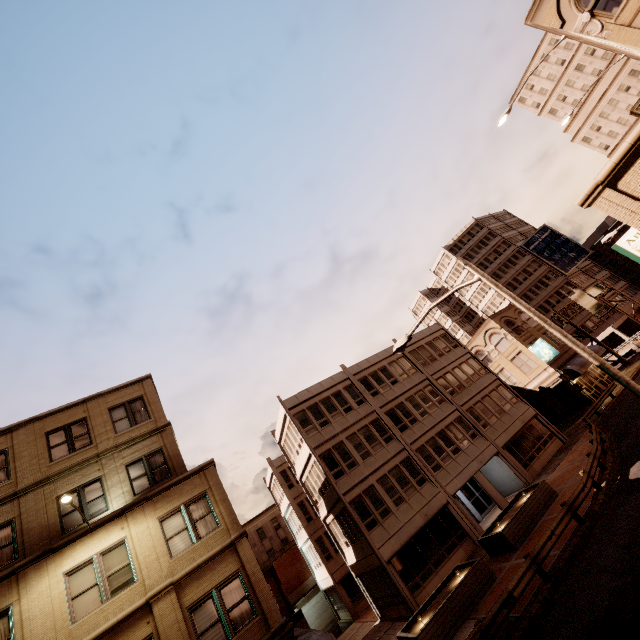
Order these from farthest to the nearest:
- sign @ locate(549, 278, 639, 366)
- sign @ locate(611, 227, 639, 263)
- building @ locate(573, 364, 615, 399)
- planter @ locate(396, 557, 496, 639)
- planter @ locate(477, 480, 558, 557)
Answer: sign @ locate(549, 278, 639, 366) < building @ locate(573, 364, 615, 399) < planter @ locate(477, 480, 558, 557) < planter @ locate(396, 557, 496, 639) < sign @ locate(611, 227, 639, 263)

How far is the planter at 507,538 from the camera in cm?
1722

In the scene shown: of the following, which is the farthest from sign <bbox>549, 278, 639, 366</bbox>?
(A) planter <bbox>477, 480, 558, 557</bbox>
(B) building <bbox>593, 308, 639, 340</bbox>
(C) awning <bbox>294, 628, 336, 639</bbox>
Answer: (C) awning <bbox>294, 628, 336, 639</bbox>

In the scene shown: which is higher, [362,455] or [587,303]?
[362,455]

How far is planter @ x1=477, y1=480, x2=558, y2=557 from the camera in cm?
1722

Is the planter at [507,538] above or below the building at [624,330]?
below

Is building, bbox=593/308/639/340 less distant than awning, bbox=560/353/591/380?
No

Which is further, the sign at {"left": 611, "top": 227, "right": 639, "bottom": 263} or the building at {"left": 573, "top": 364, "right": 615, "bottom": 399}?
the building at {"left": 573, "top": 364, "right": 615, "bottom": 399}
